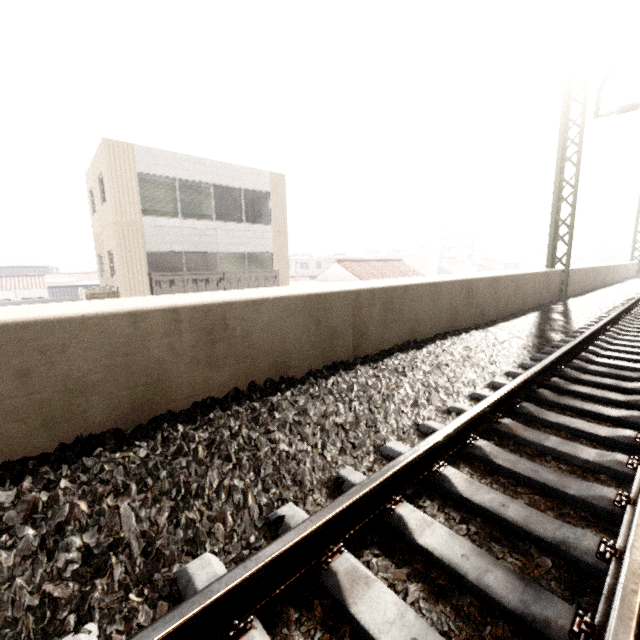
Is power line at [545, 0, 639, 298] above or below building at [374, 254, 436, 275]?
above

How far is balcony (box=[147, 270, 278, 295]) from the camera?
12.9 meters

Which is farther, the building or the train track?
the building

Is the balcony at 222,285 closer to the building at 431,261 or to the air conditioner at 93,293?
the air conditioner at 93,293

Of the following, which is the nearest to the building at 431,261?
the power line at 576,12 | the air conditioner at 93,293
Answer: the power line at 576,12

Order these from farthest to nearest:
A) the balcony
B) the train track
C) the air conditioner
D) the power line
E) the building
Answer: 1. the building
2. the balcony
3. the air conditioner
4. the power line
5. the train track

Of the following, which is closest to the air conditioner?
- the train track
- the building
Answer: the train track

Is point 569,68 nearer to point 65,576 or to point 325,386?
point 325,386
